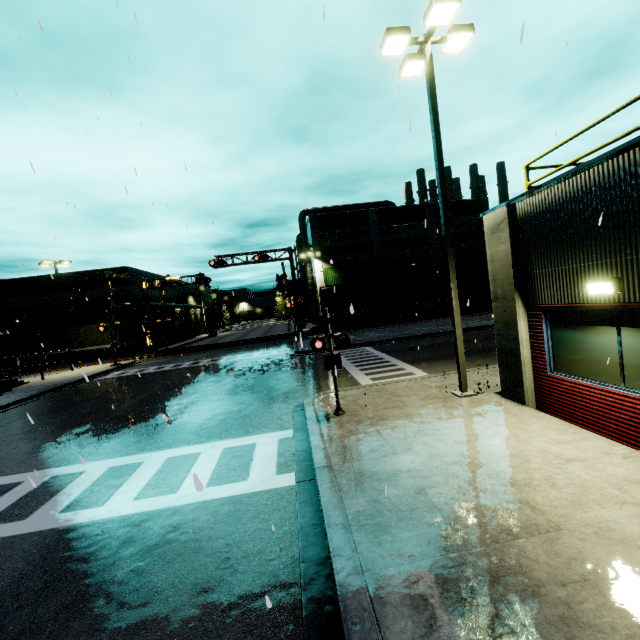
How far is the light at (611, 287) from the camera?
5.4 meters

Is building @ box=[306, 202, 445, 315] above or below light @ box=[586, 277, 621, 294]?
above

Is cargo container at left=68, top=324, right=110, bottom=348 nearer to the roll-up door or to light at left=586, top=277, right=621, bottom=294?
light at left=586, top=277, right=621, bottom=294

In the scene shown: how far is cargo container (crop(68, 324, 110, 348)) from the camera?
35.1m

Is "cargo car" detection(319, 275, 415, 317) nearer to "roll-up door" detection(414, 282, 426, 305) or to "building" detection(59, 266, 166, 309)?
"roll-up door" detection(414, 282, 426, 305)

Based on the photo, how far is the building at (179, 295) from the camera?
46.75m

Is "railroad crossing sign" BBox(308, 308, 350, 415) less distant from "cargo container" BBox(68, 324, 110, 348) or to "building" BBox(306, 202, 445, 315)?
"building" BBox(306, 202, 445, 315)

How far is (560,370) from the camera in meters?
7.1 m
